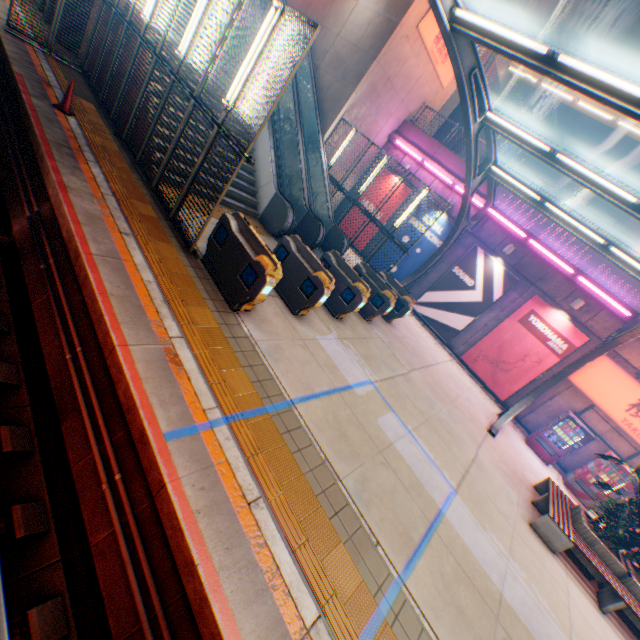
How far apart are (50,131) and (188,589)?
9.5m

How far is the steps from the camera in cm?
1105

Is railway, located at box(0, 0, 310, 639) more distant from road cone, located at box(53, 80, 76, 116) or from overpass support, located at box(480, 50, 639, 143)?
overpass support, located at box(480, 50, 639, 143)

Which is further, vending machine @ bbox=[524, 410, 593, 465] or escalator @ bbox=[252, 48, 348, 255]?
vending machine @ bbox=[524, 410, 593, 465]

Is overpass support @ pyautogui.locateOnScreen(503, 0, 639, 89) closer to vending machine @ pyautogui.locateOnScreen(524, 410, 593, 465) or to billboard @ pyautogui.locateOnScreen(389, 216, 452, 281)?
billboard @ pyautogui.locateOnScreen(389, 216, 452, 281)

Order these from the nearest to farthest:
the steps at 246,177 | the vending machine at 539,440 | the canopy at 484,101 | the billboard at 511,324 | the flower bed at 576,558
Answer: the canopy at 484,101
the flower bed at 576,558
the steps at 246,177
the vending machine at 539,440
the billboard at 511,324

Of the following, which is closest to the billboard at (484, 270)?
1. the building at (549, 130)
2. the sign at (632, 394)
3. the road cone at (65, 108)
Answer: the sign at (632, 394)

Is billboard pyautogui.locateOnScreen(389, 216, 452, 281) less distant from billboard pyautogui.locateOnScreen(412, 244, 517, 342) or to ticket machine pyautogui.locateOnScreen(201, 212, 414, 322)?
billboard pyautogui.locateOnScreen(412, 244, 517, 342)
